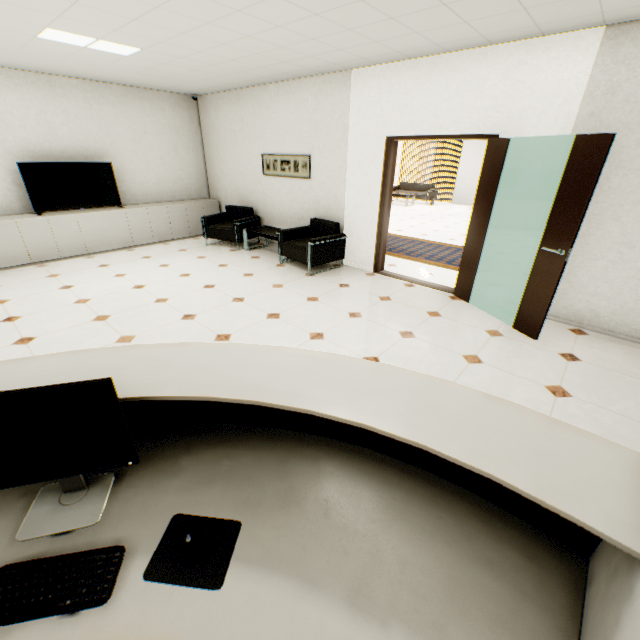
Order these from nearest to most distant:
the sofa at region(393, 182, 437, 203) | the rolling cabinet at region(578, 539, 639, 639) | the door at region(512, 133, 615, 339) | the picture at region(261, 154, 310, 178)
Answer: the rolling cabinet at region(578, 539, 639, 639) → the door at region(512, 133, 615, 339) → the picture at region(261, 154, 310, 178) → the sofa at region(393, 182, 437, 203)

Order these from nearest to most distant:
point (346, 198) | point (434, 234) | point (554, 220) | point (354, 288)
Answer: point (554, 220) < point (354, 288) < point (346, 198) < point (434, 234)

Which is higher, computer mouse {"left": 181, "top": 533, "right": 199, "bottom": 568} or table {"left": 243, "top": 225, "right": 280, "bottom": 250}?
computer mouse {"left": 181, "top": 533, "right": 199, "bottom": 568}

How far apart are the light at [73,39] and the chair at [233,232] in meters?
2.9

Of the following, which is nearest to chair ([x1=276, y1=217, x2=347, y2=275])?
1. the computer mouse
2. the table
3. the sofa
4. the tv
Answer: the table

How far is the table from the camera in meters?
6.3

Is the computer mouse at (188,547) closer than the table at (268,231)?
Yes

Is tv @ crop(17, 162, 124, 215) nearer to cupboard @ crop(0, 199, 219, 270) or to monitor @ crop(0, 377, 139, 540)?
cupboard @ crop(0, 199, 219, 270)
